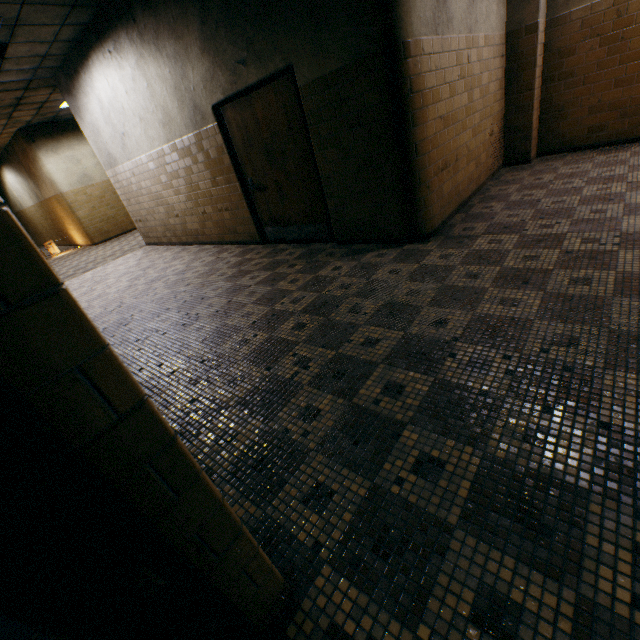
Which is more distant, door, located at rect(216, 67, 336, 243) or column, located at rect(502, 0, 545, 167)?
column, located at rect(502, 0, 545, 167)

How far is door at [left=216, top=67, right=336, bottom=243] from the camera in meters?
4.2

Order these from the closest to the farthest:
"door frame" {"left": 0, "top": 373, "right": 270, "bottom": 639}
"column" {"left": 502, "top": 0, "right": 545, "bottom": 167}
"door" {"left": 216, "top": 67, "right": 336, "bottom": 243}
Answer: → "door frame" {"left": 0, "top": 373, "right": 270, "bottom": 639} < "door" {"left": 216, "top": 67, "right": 336, "bottom": 243} < "column" {"left": 502, "top": 0, "right": 545, "bottom": 167}

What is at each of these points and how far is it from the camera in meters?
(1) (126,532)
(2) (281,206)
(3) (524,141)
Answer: (1) door frame, 0.7
(2) door, 5.2
(3) column, 5.6

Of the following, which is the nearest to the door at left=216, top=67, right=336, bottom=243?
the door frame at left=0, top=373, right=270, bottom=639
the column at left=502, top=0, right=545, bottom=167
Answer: the column at left=502, top=0, right=545, bottom=167

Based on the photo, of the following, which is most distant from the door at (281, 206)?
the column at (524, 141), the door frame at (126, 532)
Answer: the door frame at (126, 532)

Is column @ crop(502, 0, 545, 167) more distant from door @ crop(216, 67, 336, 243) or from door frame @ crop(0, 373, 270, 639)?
door frame @ crop(0, 373, 270, 639)
